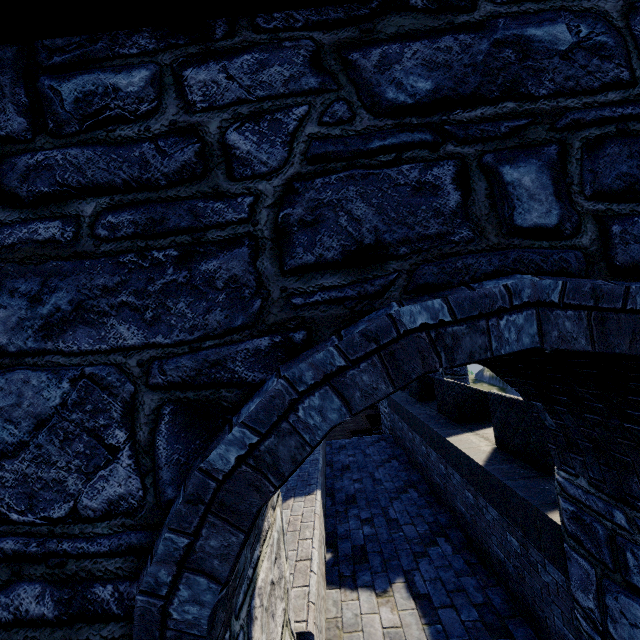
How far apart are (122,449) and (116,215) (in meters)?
A: 1.04
